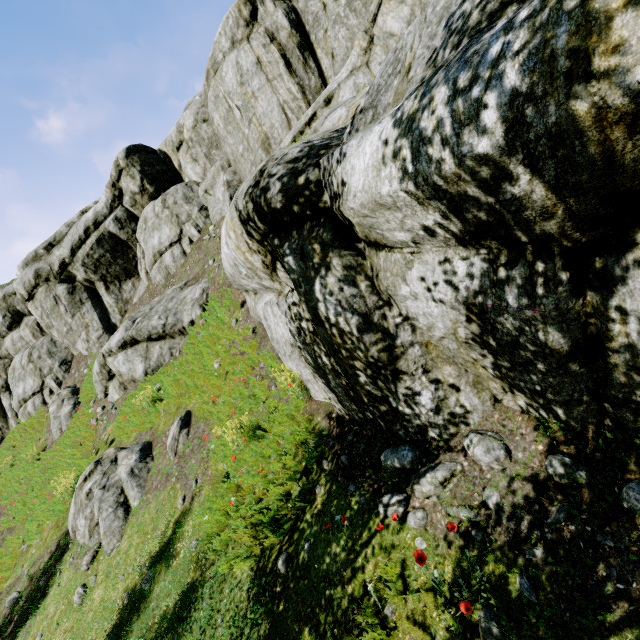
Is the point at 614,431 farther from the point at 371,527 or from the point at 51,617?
the point at 51,617

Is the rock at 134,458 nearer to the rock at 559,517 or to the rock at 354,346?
the rock at 354,346

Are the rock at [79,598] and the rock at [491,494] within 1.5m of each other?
no

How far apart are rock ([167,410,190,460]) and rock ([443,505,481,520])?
7.00m

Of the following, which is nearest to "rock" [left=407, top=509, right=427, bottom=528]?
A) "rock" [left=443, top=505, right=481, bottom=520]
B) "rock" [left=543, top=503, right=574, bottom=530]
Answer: "rock" [left=443, top=505, right=481, bottom=520]

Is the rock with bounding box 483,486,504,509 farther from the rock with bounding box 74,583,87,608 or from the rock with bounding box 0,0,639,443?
the rock with bounding box 74,583,87,608

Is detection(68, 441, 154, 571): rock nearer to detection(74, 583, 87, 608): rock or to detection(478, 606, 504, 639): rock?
detection(74, 583, 87, 608): rock

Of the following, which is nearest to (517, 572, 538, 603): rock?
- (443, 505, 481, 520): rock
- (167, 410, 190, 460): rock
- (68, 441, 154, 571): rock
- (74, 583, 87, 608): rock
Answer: (443, 505, 481, 520): rock
